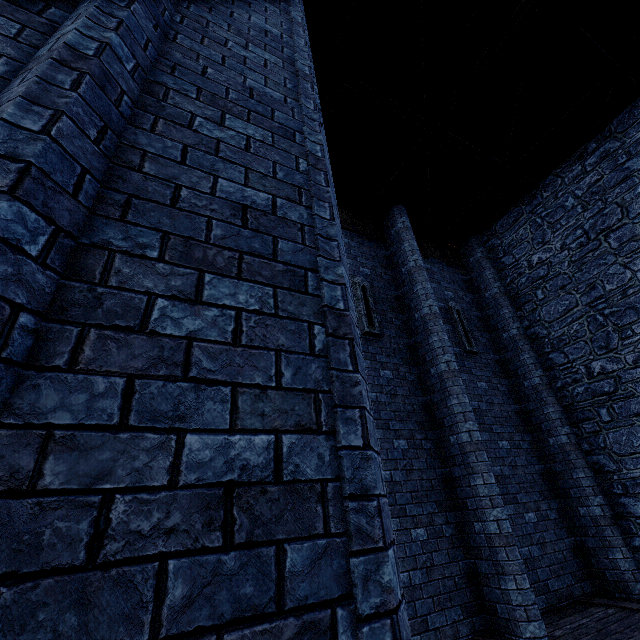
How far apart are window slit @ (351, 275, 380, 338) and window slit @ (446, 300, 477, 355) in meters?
2.8 m

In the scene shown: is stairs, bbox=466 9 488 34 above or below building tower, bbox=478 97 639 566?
above

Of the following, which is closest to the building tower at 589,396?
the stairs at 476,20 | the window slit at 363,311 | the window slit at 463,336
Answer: the stairs at 476,20

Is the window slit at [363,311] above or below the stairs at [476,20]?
below

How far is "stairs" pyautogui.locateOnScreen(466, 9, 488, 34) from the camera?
6.19m

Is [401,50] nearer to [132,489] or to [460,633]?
[132,489]

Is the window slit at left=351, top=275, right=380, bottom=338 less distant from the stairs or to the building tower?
the building tower

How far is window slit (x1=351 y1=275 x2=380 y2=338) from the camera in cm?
753
